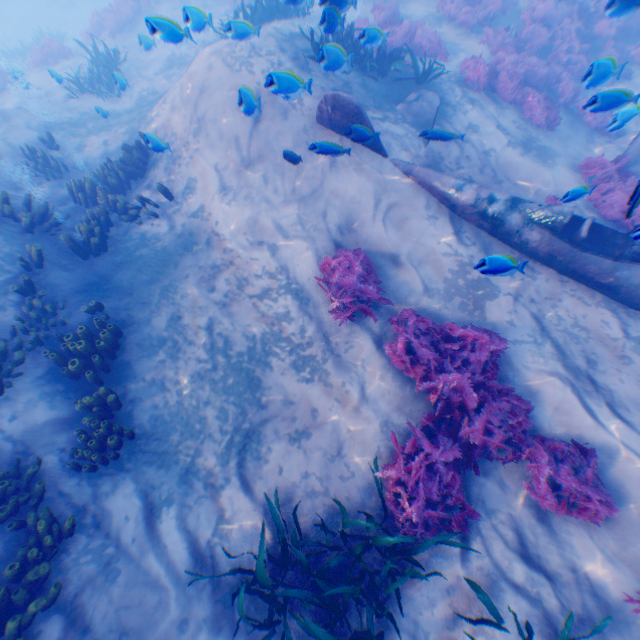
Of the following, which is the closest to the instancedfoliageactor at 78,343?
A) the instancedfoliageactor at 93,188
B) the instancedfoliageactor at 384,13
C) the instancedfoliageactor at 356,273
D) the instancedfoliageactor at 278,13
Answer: the instancedfoliageactor at 356,273

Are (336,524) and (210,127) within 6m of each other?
no

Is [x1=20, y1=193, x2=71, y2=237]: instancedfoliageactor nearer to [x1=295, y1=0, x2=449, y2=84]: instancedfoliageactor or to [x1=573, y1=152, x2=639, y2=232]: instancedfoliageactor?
[x1=295, y1=0, x2=449, y2=84]: instancedfoliageactor

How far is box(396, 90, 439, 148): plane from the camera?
8.0 meters

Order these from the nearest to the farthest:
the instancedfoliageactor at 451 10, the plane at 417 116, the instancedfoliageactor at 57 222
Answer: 1. the instancedfoliageactor at 57 222
2. the plane at 417 116
3. the instancedfoliageactor at 451 10

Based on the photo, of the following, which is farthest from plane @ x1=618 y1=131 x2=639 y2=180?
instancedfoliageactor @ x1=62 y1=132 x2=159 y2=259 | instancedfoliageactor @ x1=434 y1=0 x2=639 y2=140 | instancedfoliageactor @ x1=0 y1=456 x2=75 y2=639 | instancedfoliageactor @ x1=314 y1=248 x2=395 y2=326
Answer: instancedfoliageactor @ x1=0 y1=456 x2=75 y2=639

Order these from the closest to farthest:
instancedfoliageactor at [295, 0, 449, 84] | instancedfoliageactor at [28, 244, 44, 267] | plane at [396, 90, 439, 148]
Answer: instancedfoliageactor at [295, 0, 449, 84] < instancedfoliageactor at [28, 244, 44, 267] < plane at [396, 90, 439, 148]

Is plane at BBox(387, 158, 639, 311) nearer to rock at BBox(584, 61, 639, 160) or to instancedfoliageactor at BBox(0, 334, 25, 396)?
rock at BBox(584, 61, 639, 160)
